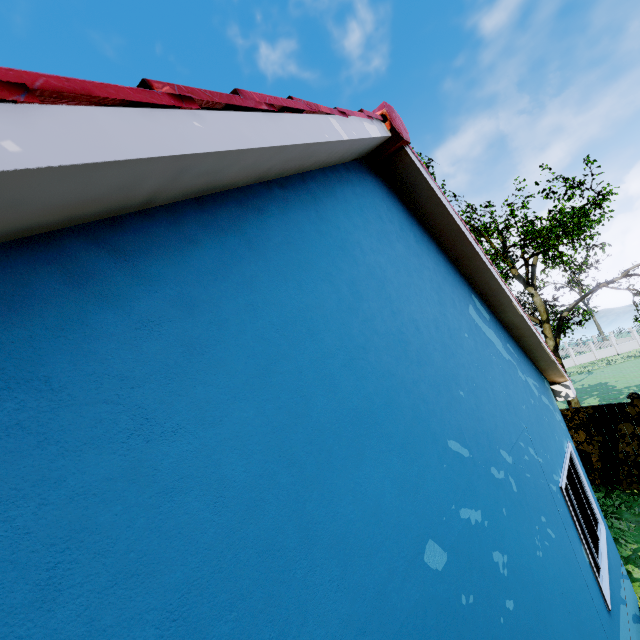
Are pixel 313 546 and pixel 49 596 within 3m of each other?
yes

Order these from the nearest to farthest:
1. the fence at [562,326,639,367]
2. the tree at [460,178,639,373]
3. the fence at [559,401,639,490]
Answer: the fence at [559,401,639,490] < the tree at [460,178,639,373] < the fence at [562,326,639,367]

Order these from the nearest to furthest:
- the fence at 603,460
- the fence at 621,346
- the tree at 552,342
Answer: the fence at 603,460 < the tree at 552,342 < the fence at 621,346

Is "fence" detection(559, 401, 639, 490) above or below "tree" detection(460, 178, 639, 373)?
below

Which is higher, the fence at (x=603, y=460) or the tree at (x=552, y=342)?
the tree at (x=552, y=342)

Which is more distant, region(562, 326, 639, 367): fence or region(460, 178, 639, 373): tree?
region(562, 326, 639, 367): fence

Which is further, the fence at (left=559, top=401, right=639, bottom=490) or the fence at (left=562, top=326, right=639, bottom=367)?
the fence at (left=562, top=326, right=639, bottom=367)
